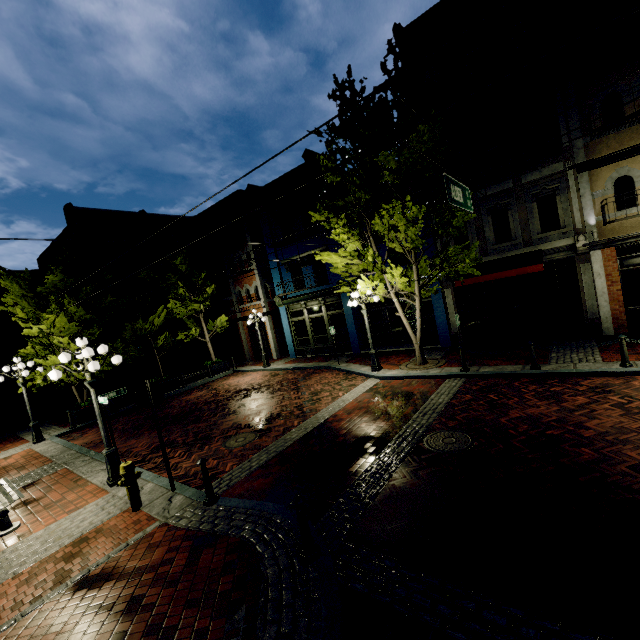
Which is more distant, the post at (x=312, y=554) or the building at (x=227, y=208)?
the building at (x=227, y=208)

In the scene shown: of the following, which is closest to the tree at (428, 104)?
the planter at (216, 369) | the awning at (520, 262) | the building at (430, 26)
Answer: → the building at (430, 26)

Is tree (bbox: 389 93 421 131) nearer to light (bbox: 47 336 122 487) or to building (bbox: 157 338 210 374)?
light (bbox: 47 336 122 487)

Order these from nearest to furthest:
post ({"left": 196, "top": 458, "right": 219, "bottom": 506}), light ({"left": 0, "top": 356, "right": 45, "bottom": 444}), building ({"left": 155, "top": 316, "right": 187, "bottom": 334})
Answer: post ({"left": 196, "top": 458, "right": 219, "bottom": 506}) < light ({"left": 0, "top": 356, "right": 45, "bottom": 444}) < building ({"left": 155, "top": 316, "right": 187, "bottom": 334})

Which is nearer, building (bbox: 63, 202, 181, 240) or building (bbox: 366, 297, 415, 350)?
building (bbox: 366, 297, 415, 350)

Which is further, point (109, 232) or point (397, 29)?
point (109, 232)

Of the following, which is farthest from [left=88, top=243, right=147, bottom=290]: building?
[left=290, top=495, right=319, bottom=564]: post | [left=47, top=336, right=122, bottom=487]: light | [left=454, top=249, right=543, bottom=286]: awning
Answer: [left=290, top=495, right=319, bottom=564]: post

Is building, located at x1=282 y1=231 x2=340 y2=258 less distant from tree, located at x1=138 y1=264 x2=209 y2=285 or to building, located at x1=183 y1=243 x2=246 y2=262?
tree, located at x1=138 y1=264 x2=209 y2=285
